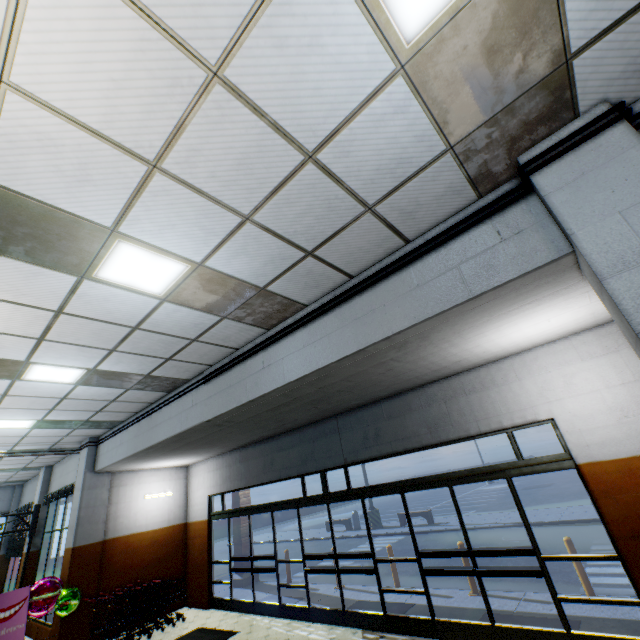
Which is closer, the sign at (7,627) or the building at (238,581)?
the sign at (7,627)

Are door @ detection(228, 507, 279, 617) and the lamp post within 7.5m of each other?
no

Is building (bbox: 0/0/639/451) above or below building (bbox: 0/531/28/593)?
above

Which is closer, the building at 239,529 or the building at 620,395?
the building at 620,395

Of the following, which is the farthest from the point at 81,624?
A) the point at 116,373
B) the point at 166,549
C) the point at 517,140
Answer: the point at 517,140

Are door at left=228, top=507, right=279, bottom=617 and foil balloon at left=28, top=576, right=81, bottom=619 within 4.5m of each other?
yes

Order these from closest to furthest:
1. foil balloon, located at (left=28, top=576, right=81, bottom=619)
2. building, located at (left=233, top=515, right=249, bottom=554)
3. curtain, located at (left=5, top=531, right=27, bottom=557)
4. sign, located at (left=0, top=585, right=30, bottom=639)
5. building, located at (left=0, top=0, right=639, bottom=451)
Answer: building, located at (left=0, top=0, right=639, bottom=451) < sign, located at (left=0, top=585, right=30, bottom=639) < foil balloon, located at (left=28, top=576, right=81, bottom=619) < building, located at (left=233, top=515, right=249, bottom=554) < curtain, located at (left=5, top=531, right=27, bottom=557)

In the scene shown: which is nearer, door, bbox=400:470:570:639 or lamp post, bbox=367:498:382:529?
door, bbox=400:470:570:639
